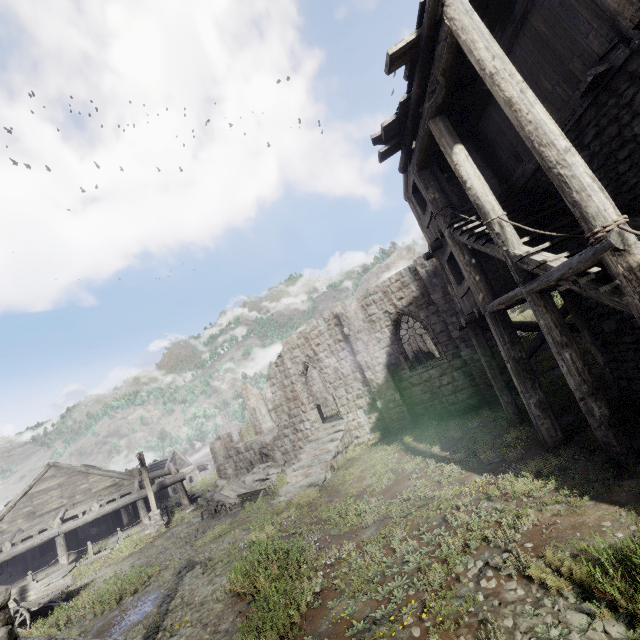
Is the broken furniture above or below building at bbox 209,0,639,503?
below

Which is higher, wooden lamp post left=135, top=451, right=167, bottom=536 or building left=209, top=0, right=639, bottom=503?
building left=209, top=0, right=639, bottom=503

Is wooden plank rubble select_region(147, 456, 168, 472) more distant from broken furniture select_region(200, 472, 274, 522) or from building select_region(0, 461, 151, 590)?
broken furniture select_region(200, 472, 274, 522)

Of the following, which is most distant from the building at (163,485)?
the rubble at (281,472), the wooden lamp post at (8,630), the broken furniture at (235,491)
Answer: the broken furniture at (235,491)

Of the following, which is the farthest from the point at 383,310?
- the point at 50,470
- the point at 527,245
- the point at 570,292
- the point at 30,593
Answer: the point at 50,470

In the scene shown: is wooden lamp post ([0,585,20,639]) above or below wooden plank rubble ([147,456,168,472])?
below

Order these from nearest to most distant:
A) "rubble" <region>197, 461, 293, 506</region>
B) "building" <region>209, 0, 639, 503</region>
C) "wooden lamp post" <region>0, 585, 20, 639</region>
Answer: "wooden lamp post" <region>0, 585, 20, 639</region> → "building" <region>209, 0, 639, 503</region> → "rubble" <region>197, 461, 293, 506</region>

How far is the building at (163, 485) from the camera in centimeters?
2147cm
